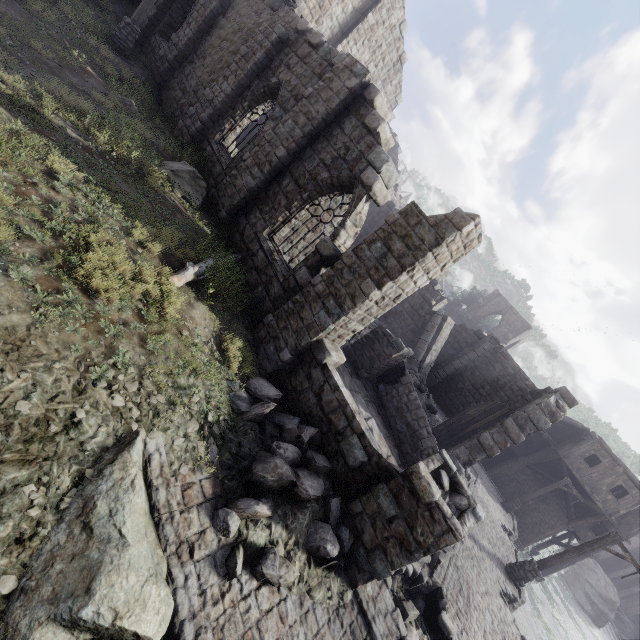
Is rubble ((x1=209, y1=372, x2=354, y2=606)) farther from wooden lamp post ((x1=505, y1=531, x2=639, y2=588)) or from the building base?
wooden lamp post ((x1=505, y1=531, x2=639, y2=588))

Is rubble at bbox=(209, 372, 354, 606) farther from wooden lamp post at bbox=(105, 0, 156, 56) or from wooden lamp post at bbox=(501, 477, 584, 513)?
wooden lamp post at bbox=(501, 477, 584, 513)

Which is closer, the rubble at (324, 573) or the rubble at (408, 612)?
the rubble at (324, 573)

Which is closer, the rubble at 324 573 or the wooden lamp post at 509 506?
the rubble at 324 573

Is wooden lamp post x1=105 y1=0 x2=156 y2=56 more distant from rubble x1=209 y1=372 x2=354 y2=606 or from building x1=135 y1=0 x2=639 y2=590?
rubble x1=209 y1=372 x2=354 y2=606

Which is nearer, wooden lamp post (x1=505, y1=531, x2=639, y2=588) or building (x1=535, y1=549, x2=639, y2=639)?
wooden lamp post (x1=505, y1=531, x2=639, y2=588)

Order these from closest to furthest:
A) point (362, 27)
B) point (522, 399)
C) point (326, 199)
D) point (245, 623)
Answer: point (245, 623) → point (326, 199) → point (362, 27) → point (522, 399)

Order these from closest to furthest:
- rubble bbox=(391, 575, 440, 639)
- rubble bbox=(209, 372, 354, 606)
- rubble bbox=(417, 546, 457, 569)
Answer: rubble bbox=(209, 372, 354, 606)
rubble bbox=(391, 575, 440, 639)
rubble bbox=(417, 546, 457, 569)
